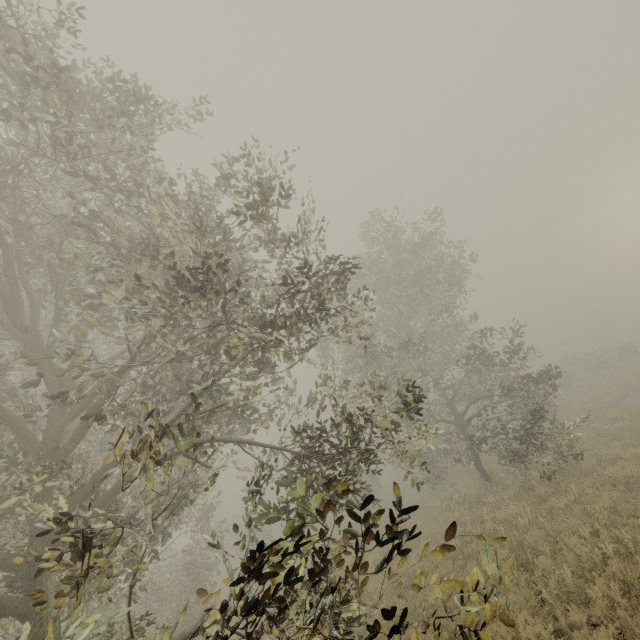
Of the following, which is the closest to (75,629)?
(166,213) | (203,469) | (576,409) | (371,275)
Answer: (203,469)
